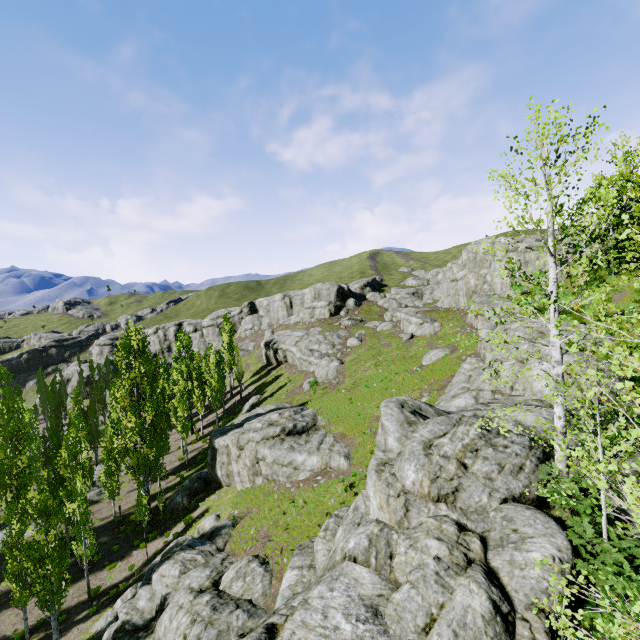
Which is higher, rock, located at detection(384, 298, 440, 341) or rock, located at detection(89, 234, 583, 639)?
rock, located at detection(384, 298, 440, 341)

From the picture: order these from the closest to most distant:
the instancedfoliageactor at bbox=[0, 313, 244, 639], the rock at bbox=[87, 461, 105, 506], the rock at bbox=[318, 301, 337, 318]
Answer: the instancedfoliageactor at bbox=[0, 313, 244, 639]
the rock at bbox=[87, 461, 105, 506]
the rock at bbox=[318, 301, 337, 318]

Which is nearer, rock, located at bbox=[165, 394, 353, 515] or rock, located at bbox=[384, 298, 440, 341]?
rock, located at bbox=[165, 394, 353, 515]

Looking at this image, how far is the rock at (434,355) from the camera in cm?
2968

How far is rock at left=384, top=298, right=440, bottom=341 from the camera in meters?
39.1

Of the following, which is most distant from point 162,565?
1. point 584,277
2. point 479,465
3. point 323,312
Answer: point 323,312

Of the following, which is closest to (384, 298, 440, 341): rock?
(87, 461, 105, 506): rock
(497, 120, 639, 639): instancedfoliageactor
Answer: (497, 120, 639, 639): instancedfoliageactor

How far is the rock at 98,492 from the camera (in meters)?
32.71
